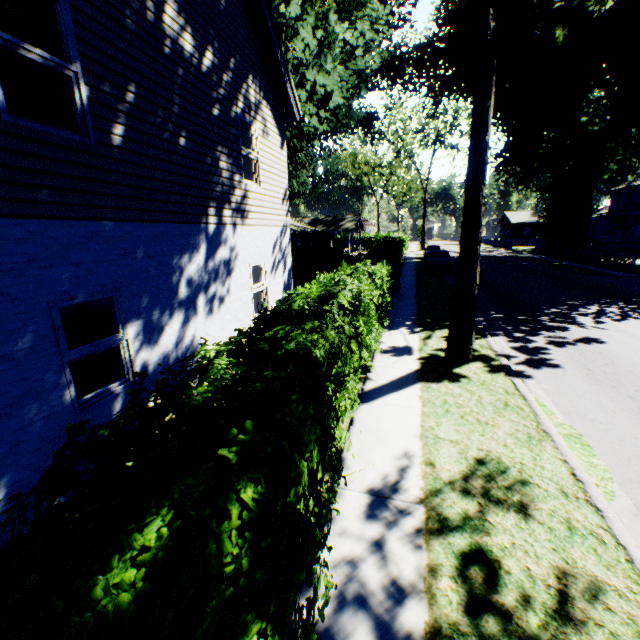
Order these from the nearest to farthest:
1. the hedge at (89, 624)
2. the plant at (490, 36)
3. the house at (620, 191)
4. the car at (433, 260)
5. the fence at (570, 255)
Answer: the hedge at (89, 624)
the plant at (490, 36)
the fence at (570, 255)
the car at (433, 260)
the house at (620, 191)

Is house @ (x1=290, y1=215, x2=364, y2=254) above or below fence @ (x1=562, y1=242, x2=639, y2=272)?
above

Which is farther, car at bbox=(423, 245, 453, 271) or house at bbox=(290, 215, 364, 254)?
house at bbox=(290, 215, 364, 254)

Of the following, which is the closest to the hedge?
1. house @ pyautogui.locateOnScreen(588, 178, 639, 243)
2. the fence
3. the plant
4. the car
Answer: the plant

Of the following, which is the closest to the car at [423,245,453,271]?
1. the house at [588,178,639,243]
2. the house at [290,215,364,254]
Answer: the house at [290,215,364,254]

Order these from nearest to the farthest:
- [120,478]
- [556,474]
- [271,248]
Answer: [120,478] < [556,474] < [271,248]

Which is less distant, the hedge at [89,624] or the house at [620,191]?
the hedge at [89,624]

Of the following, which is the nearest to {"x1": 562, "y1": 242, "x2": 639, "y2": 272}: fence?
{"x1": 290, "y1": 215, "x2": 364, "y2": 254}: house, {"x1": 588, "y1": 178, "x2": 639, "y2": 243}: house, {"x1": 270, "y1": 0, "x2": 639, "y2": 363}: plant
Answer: {"x1": 270, "y1": 0, "x2": 639, "y2": 363}: plant
